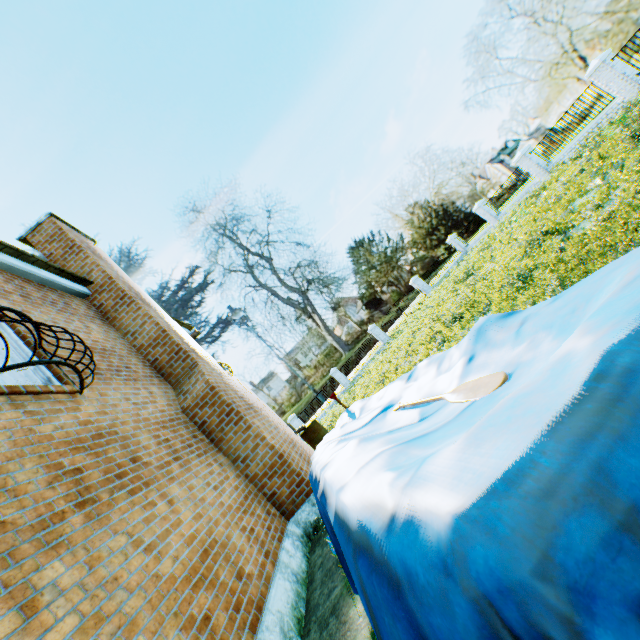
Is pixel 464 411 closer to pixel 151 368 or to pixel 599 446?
pixel 599 446

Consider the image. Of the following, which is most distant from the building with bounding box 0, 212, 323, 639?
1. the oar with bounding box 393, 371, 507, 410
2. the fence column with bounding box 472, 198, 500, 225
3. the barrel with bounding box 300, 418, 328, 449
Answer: the fence column with bounding box 472, 198, 500, 225

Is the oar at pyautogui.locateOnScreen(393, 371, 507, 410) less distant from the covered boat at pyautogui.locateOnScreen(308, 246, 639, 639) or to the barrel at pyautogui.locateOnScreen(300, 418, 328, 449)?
the covered boat at pyautogui.locateOnScreen(308, 246, 639, 639)

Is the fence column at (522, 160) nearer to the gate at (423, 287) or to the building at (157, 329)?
the gate at (423, 287)

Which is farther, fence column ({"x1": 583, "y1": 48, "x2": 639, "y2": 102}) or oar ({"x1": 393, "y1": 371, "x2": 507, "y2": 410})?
fence column ({"x1": 583, "y1": 48, "x2": 639, "y2": 102})

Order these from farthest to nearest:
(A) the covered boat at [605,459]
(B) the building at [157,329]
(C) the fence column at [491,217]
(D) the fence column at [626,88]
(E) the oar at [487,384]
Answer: (C) the fence column at [491,217] → (D) the fence column at [626,88] → (B) the building at [157,329] → (E) the oar at [487,384] → (A) the covered boat at [605,459]

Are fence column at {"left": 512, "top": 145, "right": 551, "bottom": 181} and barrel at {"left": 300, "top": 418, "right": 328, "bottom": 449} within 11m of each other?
no

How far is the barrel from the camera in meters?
13.6 m
